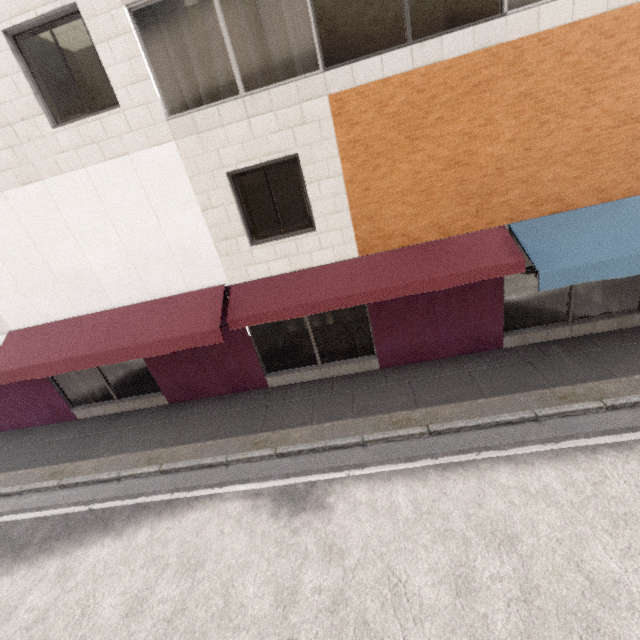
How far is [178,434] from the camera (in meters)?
7.82
